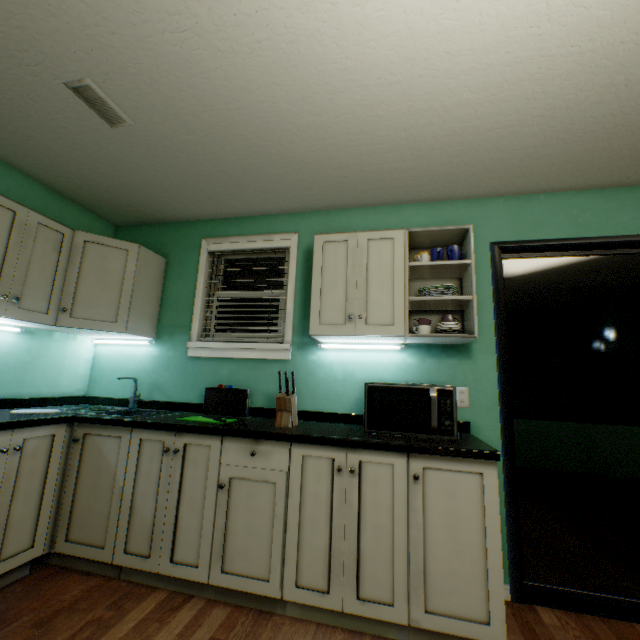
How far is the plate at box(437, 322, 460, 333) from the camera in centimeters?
195cm

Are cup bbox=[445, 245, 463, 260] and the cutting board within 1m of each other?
no

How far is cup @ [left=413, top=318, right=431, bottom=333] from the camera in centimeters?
198cm

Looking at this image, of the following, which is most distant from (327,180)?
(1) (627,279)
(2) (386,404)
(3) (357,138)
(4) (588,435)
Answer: (4) (588,435)

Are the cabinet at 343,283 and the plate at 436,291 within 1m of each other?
yes

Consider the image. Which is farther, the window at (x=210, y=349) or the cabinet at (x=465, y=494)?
the window at (x=210, y=349)

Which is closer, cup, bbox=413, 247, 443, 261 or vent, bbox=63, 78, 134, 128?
vent, bbox=63, 78, 134, 128

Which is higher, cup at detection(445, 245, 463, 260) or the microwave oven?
cup at detection(445, 245, 463, 260)
